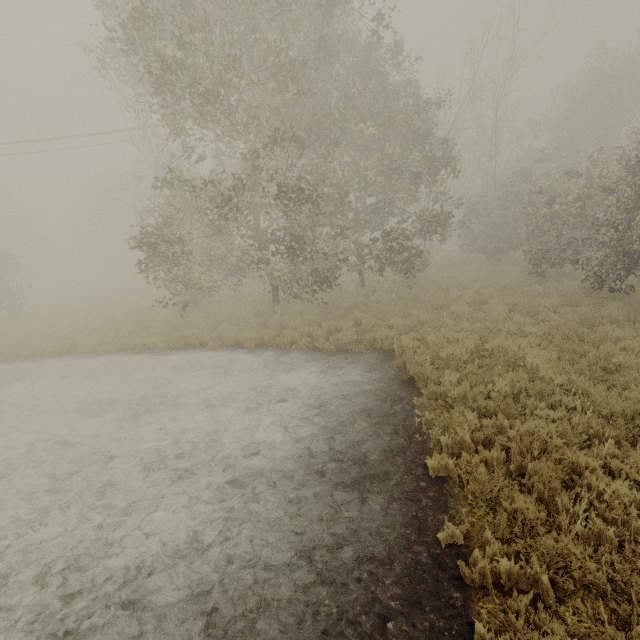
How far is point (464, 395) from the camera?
6.5 meters
